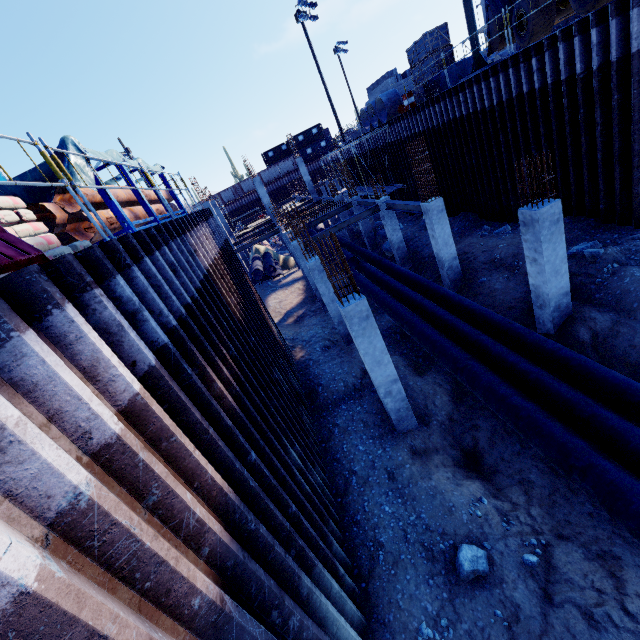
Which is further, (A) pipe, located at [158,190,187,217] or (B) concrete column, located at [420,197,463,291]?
(B) concrete column, located at [420,197,463,291]

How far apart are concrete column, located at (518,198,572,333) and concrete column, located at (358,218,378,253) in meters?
14.3

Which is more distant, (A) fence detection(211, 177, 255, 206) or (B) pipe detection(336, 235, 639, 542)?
(A) fence detection(211, 177, 255, 206)

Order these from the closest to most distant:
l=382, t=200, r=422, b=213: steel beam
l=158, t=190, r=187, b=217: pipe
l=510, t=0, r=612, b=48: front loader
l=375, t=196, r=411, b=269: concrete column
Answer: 1. l=158, t=190, r=187, b=217: pipe
2. l=510, t=0, r=612, b=48: front loader
3. l=382, t=200, r=422, b=213: steel beam
4. l=375, t=196, r=411, b=269: concrete column

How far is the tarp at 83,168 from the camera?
5.4 meters

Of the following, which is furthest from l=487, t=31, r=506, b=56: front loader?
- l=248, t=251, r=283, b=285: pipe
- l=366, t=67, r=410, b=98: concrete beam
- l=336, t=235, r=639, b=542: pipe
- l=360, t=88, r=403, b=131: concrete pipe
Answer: l=248, t=251, r=283, b=285: pipe

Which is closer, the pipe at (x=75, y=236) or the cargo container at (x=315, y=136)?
the pipe at (x=75, y=236)

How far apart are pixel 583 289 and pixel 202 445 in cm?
1076
